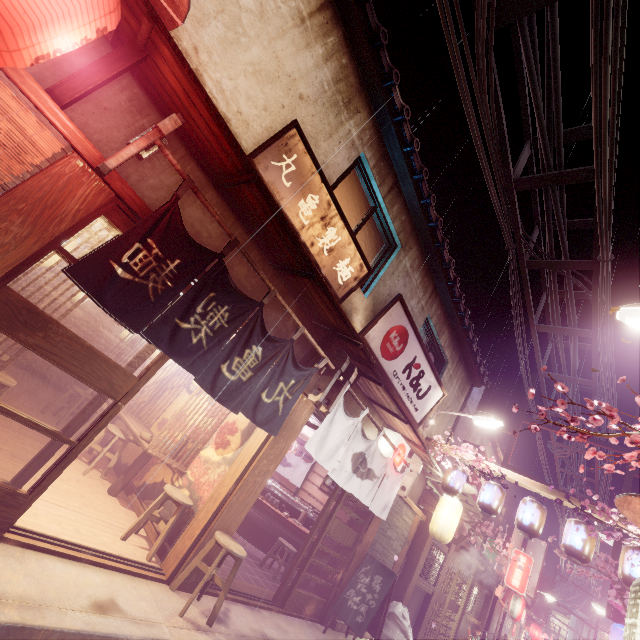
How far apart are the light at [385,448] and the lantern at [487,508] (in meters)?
3.26

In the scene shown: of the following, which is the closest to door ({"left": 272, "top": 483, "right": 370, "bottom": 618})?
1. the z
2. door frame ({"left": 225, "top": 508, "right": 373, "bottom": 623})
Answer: door frame ({"left": 225, "top": 508, "right": 373, "bottom": 623})

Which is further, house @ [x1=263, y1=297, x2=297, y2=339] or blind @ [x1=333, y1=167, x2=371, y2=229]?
blind @ [x1=333, y1=167, x2=371, y2=229]

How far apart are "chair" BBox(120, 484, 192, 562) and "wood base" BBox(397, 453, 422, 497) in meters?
8.5

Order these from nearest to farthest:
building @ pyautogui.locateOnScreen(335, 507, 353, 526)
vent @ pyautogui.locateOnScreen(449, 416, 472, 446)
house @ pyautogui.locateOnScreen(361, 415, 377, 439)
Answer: house @ pyautogui.locateOnScreen(361, 415, 377, 439) → building @ pyautogui.locateOnScreen(335, 507, 353, 526) → vent @ pyautogui.locateOnScreen(449, 416, 472, 446)

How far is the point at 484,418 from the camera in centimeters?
1421cm

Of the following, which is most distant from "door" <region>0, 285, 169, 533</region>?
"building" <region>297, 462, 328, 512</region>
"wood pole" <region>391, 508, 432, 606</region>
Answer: "wood pole" <region>391, 508, 432, 606</region>

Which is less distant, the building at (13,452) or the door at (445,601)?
the building at (13,452)
